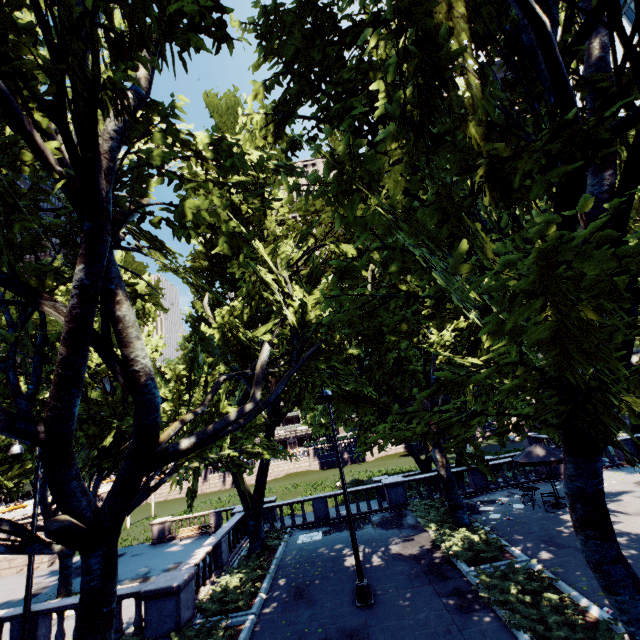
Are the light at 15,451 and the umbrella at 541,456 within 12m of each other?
no

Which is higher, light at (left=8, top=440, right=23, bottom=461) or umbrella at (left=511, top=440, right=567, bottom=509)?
light at (left=8, top=440, right=23, bottom=461)

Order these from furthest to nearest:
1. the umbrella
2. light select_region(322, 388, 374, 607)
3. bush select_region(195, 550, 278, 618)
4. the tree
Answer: the umbrella → bush select_region(195, 550, 278, 618) → light select_region(322, 388, 374, 607) → the tree

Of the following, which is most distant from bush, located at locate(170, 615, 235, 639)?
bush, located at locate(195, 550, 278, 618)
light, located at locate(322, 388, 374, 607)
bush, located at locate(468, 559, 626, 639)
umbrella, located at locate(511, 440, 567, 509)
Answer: umbrella, located at locate(511, 440, 567, 509)

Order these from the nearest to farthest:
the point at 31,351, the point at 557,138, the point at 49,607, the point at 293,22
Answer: the point at 557,138 → the point at 31,351 → the point at 293,22 → the point at 49,607

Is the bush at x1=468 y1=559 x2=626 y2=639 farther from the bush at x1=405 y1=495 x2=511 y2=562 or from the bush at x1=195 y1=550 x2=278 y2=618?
the bush at x1=195 y1=550 x2=278 y2=618

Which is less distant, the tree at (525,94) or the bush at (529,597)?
the tree at (525,94)

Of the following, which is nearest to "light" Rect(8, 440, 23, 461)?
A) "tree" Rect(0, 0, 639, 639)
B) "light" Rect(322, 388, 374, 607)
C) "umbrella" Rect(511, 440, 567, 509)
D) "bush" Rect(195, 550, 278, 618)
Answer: "tree" Rect(0, 0, 639, 639)
